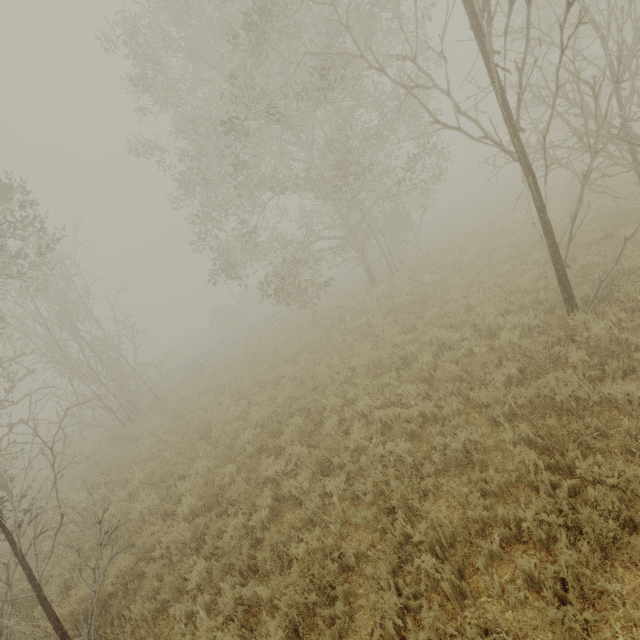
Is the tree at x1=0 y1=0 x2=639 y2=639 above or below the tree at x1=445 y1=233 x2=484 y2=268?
above

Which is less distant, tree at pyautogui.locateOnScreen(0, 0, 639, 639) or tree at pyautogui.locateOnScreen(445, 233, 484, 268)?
tree at pyautogui.locateOnScreen(0, 0, 639, 639)

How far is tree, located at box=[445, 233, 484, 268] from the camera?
12.73m

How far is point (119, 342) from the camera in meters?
16.4

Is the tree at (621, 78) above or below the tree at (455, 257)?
above

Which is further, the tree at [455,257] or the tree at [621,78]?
the tree at [455,257]
